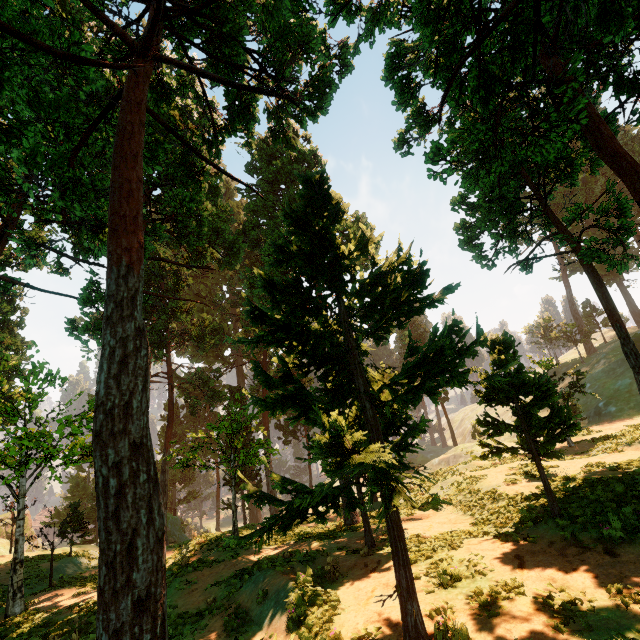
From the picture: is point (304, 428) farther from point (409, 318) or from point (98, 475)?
point (98, 475)
